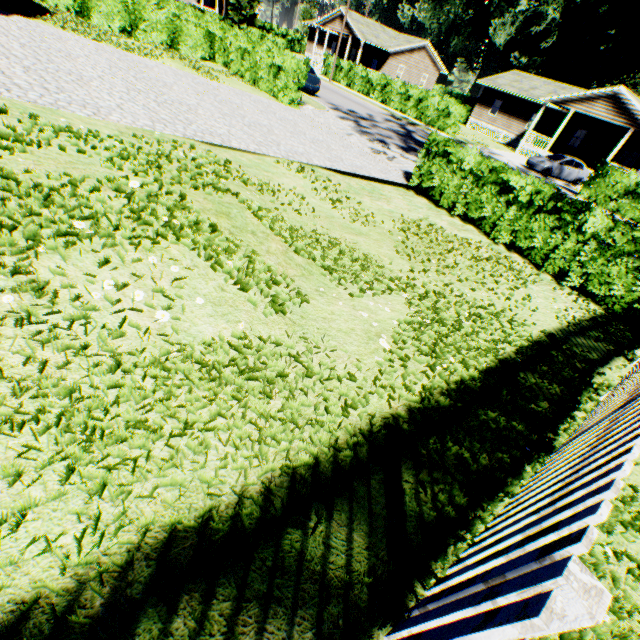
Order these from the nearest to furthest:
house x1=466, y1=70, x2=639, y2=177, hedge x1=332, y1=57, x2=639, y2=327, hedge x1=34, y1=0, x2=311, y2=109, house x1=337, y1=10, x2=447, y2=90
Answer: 1. hedge x1=332, y1=57, x2=639, y2=327
2. hedge x1=34, y1=0, x2=311, y2=109
3. house x1=466, y1=70, x2=639, y2=177
4. house x1=337, y1=10, x2=447, y2=90

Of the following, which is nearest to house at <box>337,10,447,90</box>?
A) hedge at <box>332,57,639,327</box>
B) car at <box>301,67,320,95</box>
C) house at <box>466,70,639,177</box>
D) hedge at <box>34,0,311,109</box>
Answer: house at <box>466,70,639,177</box>

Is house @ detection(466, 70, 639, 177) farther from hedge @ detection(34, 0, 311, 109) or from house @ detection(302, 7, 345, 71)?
hedge @ detection(34, 0, 311, 109)

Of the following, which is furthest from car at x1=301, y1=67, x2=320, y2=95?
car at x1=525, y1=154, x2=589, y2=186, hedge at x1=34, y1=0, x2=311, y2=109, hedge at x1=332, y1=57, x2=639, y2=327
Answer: car at x1=525, y1=154, x2=589, y2=186

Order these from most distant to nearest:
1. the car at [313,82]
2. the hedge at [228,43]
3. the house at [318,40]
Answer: the house at [318,40], the car at [313,82], the hedge at [228,43]

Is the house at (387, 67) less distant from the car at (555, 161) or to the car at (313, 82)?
the car at (313, 82)

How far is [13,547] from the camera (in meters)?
1.48

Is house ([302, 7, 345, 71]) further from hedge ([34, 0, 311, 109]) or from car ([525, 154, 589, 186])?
car ([525, 154, 589, 186])
